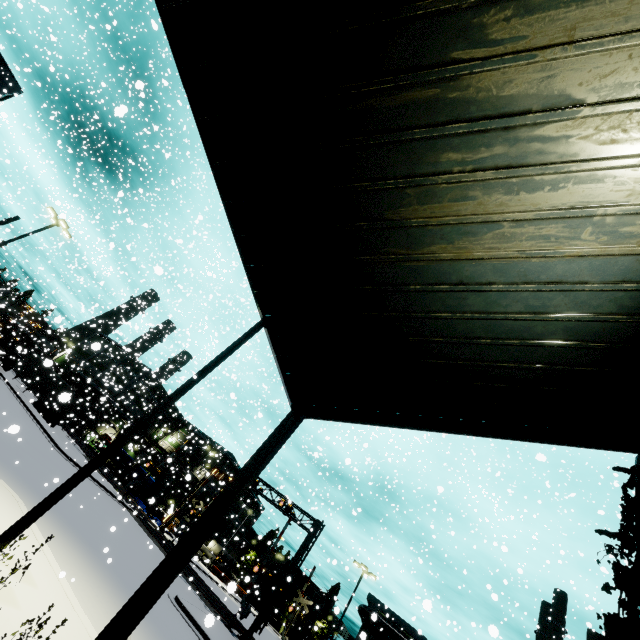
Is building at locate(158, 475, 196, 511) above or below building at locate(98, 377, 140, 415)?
below

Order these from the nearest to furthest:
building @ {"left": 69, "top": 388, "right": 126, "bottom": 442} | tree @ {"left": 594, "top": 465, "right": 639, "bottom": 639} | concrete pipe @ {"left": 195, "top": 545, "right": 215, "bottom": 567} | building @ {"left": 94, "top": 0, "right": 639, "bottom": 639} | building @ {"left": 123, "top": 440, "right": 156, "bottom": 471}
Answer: building @ {"left": 94, "top": 0, "right": 639, "bottom": 639} < tree @ {"left": 594, "top": 465, "right": 639, "bottom": 639} < building @ {"left": 123, "top": 440, "right": 156, "bottom": 471} < building @ {"left": 69, "top": 388, "right": 126, "bottom": 442} < concrete pipe @ {"left": 195, "top": 545, "right": 215, "bottom": 567}

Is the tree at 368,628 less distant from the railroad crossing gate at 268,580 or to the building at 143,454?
the building at 143,454

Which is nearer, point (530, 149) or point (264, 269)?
point (530, 149)

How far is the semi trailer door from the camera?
23.7 meters

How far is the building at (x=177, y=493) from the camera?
32.4 meters

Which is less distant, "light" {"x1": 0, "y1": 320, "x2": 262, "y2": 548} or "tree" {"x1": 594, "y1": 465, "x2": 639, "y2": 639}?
"tree" {"x1": 594, "y1": 465, "x2": 639, "y2": 639}

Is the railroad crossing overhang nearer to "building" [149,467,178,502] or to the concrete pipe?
"building" [149,467,178,502]
